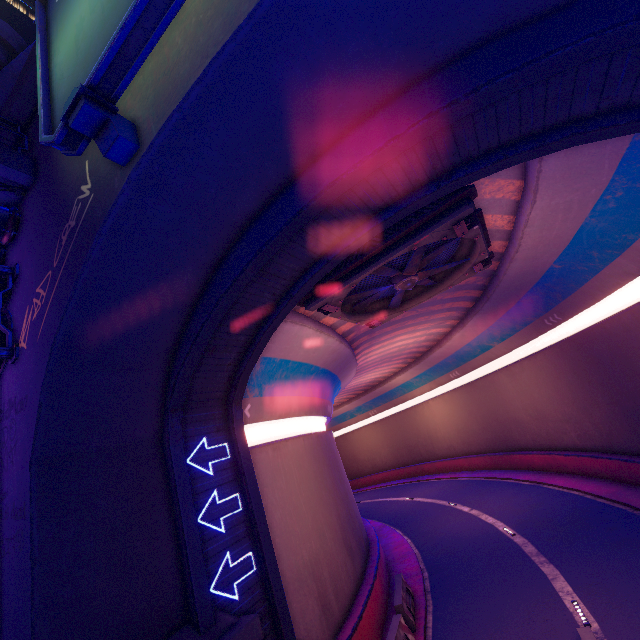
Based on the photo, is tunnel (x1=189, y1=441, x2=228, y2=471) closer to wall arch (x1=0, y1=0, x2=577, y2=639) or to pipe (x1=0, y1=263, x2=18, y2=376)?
wall arch (x1=0, y1=0, x2=577, y2=639)

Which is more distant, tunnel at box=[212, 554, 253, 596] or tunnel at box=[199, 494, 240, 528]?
tunnel at box=[199, 494, 240, 528]

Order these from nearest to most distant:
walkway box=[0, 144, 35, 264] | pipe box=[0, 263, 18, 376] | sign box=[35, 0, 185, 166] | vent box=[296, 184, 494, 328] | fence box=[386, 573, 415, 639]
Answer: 1. sign box=[35, 0, 185, 166]
2. pipe box=[0, 263, 18, 376]
3. walkway box=[0, 144, 35, 264]
4. vent box=[296, 184, 494, 328]
5. fence box=[386, 573, 415, 639]

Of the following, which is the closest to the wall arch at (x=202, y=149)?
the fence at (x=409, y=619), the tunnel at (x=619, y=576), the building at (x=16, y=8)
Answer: the tunnel at (x=619, y=576)

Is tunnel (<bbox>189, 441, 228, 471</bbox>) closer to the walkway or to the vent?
the vent

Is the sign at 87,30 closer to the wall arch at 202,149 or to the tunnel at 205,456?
the wall arch at 202,149

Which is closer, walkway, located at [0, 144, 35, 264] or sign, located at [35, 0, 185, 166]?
sign, located at [35, 0, 185, 166]

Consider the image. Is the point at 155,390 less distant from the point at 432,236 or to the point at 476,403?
the point at 432,236
